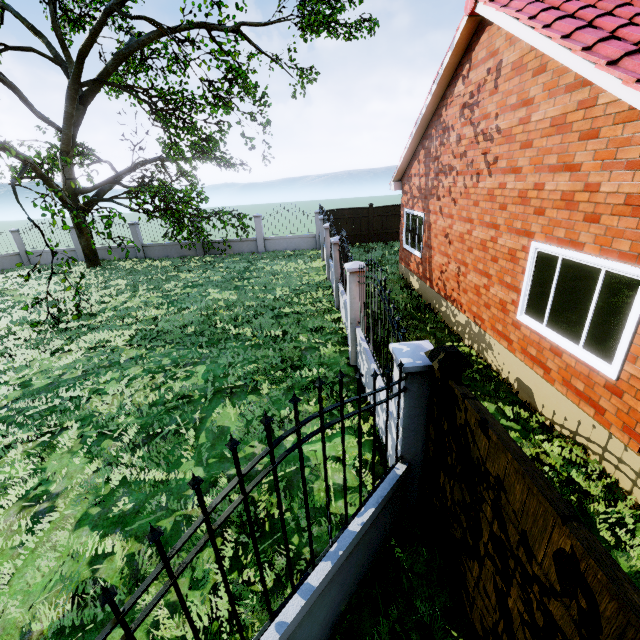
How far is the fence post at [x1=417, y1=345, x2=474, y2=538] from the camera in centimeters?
278cm

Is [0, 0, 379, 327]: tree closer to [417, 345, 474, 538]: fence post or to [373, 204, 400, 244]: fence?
[373, 204, 400, 244]: fence

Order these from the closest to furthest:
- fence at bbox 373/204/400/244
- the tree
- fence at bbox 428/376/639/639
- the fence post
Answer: fence at bbox 428/376/639/639 < the fence post < the tree < fence at bbox 373/204/400/244

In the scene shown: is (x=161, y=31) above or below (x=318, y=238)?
above

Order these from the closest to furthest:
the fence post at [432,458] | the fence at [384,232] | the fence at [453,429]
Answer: the fence at [453,429] < the fence post at [432,458] < the fence at [384,232]

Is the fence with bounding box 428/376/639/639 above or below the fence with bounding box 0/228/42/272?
above

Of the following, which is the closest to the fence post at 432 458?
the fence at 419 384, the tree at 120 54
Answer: the fence at 419 384
